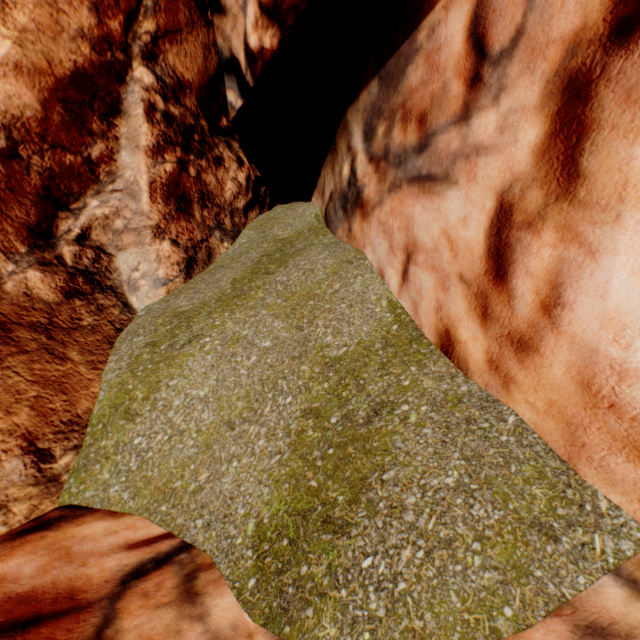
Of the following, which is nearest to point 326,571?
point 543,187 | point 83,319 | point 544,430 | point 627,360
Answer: point 544,430
